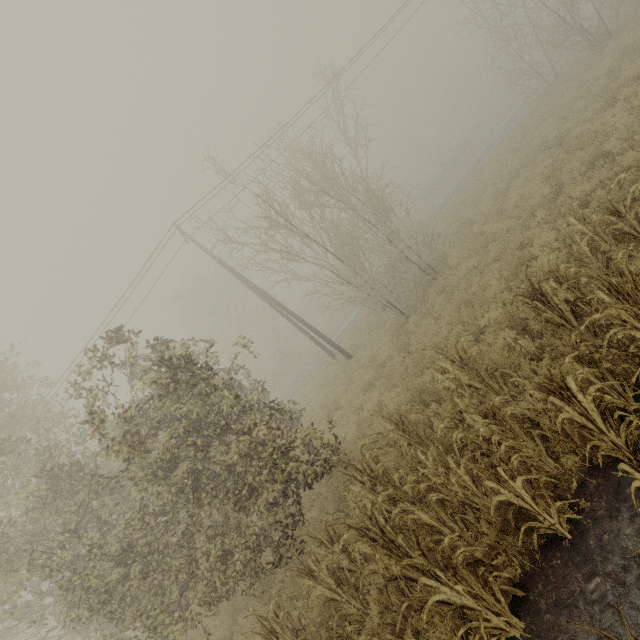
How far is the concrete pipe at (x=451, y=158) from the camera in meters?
44.6

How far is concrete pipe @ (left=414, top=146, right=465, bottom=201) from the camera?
44.6m

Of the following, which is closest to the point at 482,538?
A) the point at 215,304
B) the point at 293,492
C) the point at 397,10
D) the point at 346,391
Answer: the point at 293,492
